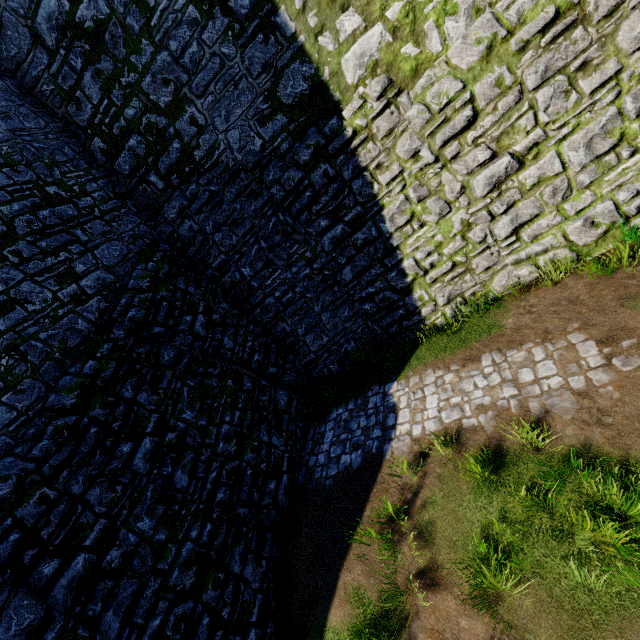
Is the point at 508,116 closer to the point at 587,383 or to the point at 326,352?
the point at 587,383
